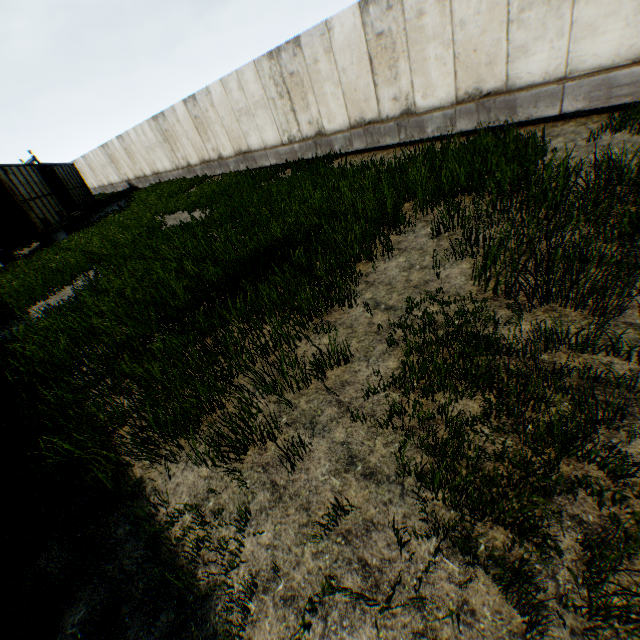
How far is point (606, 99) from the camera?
6.93m
